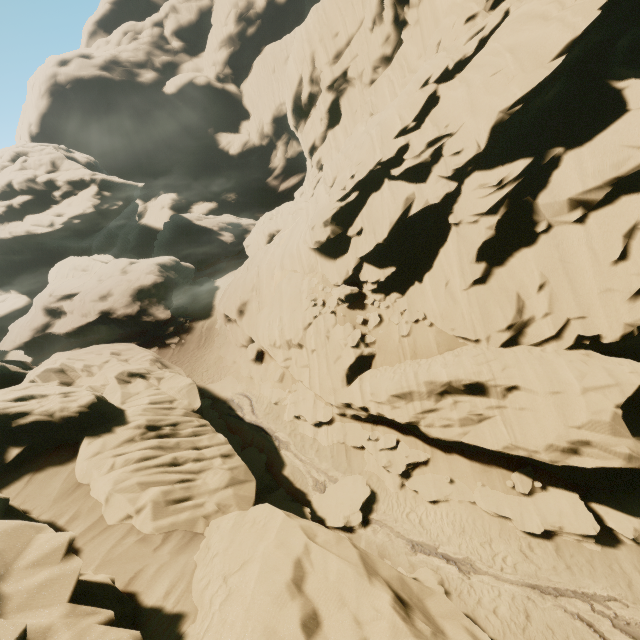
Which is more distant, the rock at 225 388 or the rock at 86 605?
the rock at 225 388

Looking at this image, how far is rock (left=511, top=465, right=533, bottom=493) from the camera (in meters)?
12.64

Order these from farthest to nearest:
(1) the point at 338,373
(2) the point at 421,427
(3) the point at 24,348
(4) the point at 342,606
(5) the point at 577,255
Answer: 1. (3) the point at 24,348
2. (1) the point at 338,373
3. (2) the point at 421,427
4. (5) the point at 577,255
5. (4) the point at 342,606

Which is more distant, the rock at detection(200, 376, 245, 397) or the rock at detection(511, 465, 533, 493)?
the rock at detection(200, 376, 245, 397)

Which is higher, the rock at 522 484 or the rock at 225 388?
the rock at 225 388

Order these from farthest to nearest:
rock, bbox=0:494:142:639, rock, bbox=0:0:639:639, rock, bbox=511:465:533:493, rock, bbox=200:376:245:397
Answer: rock, bbox=200:376:245:397 < rock, bbox=511:465:533:493 < rock, bbox=0:0:639:639 < rock, bbox=0:494:142:639
